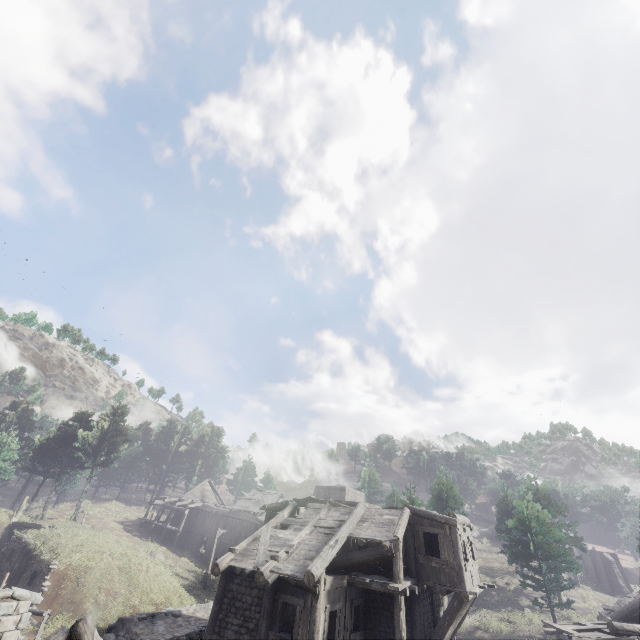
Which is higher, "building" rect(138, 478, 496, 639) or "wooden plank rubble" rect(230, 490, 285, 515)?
"wooden plank rubble" rect(230, 490, 285, 515)

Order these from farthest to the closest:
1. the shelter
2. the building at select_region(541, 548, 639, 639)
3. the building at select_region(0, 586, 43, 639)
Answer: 1. the shelter
2. the building at select_region(541, 548, 639, 639)
3. the building at select_region(0, 586, 43, 639)

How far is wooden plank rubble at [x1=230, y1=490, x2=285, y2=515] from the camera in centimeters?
4059cm

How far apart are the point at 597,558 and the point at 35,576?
62.7m

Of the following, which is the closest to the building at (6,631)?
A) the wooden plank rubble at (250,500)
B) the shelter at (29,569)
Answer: the shelter at (29,569)

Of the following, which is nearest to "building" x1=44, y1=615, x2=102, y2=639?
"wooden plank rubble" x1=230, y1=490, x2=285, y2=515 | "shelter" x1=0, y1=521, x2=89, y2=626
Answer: "shelter" x1=0, y1=521, x2=89, y2=626

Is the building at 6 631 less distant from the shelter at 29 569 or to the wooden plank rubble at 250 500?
the shelter at 29 569

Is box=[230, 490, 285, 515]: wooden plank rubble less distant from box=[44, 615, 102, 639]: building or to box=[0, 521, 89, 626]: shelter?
box=[0, 521, 89, 626]: shelter
